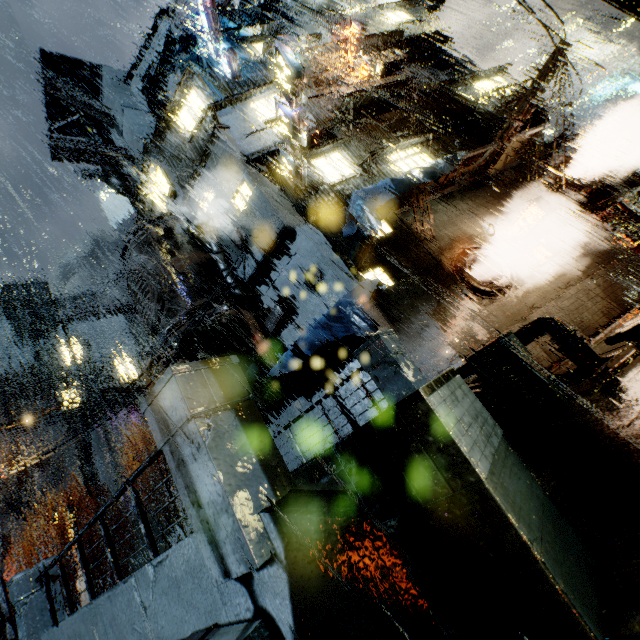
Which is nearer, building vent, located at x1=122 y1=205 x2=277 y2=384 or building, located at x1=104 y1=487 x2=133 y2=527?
building vent, located at x1=122 y1=205 x2=277 y2=384

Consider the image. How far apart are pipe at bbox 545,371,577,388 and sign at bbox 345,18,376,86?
16.7 meters

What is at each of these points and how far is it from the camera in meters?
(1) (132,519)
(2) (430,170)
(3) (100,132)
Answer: (1) building, 44.1 m
(2) cloth, 12.4 m
(3) pipe, 26.2 m

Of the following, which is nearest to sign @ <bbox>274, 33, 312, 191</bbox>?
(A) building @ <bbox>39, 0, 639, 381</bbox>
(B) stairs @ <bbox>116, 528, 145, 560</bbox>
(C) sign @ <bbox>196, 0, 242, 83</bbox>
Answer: (A) building @ <bbox>39, 0, 639, 381</bbox>

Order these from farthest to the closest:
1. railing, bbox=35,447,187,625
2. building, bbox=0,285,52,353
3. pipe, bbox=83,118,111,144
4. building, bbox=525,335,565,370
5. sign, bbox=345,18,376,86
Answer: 1. building, bbox=0,285,52,353
2. pipe, bbox=83,118,111,144
3. sign, bbox=345,18,376,86
4. building, bbox=525,335,565,370
5. railing, bbox=35,447,187,625

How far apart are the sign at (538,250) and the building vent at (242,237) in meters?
11.7 m

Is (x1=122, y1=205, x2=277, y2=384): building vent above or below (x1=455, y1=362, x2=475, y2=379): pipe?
above

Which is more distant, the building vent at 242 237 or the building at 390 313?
the building vent at 242 237
